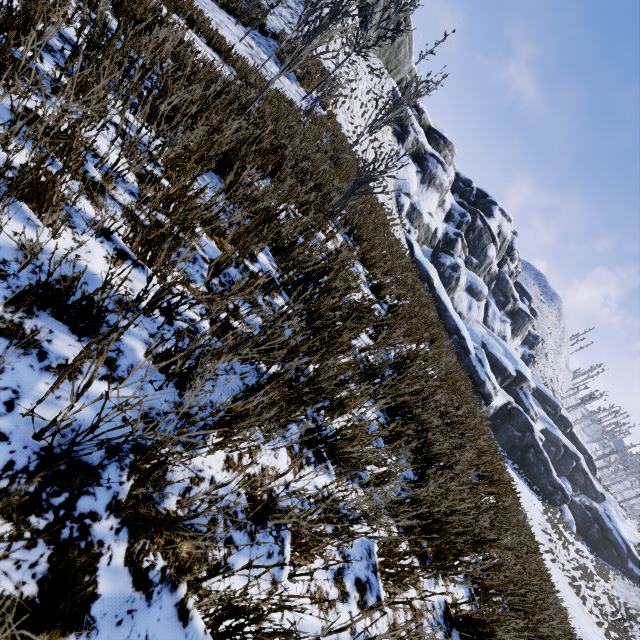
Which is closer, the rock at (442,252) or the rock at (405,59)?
the rock at (405,59)

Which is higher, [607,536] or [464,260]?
[464,260]

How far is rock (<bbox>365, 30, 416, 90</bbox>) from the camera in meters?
31.4

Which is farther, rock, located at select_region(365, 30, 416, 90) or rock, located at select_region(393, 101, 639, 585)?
rock, located at select_region(393, 101, 639, 585)

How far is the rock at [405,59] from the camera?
31.42m
